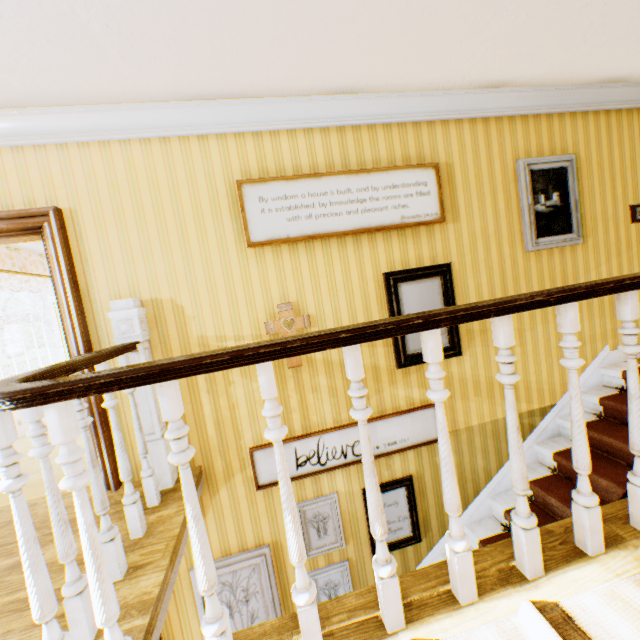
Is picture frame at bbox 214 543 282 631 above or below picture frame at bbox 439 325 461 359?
below

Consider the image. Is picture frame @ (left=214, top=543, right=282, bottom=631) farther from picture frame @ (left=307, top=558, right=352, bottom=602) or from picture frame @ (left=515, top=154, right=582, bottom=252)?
picture frame @ (left=515, top=154, right=582, bottom=252)

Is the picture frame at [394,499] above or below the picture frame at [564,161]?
below

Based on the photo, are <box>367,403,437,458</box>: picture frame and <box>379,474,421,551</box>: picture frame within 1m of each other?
yes

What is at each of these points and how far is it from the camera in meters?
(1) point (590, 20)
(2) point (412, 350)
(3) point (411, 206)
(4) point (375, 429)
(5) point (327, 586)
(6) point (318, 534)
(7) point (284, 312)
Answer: (1) building, 2.5
(2) picture frame, 3.4
(3) picture frame, 3.2
(4) picture frame, 3.3
(5) picture frame, 3.3
(6) picture frame, 3.3
(7) crucifix, 3.0

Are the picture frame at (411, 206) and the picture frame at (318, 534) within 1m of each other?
no

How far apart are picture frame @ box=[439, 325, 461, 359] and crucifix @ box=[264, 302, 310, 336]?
0.8 meters

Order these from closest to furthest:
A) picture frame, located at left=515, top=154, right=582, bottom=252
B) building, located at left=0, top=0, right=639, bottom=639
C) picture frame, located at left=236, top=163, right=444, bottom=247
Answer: building, located at left=0, top=0, right=639, bottom=639
picture frame, located at left=236, top=163, right=444, bottom=247
picture frame, located at left=515, top=154, right=582, bottom=252
